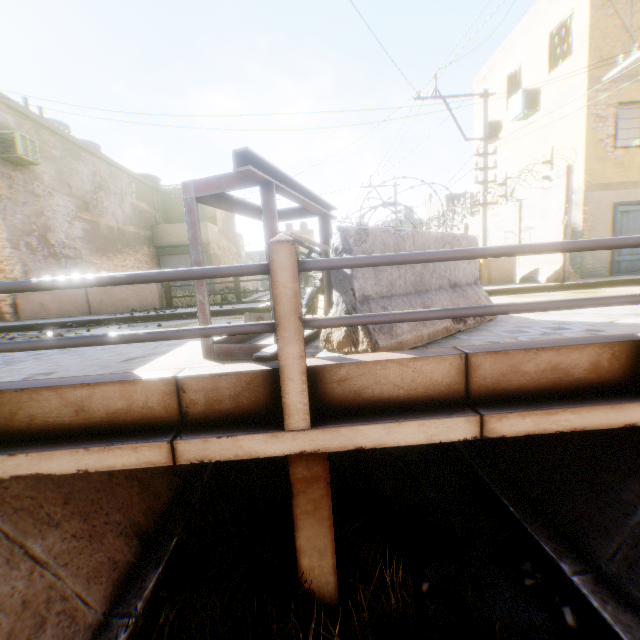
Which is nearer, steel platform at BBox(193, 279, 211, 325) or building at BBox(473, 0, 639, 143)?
steel platform at BBox(193, 279, 211, 325)

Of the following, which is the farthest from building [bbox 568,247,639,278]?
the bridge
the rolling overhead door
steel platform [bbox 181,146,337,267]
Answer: steel platform [bbox 181,146,337,267]

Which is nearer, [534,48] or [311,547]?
[311,547]

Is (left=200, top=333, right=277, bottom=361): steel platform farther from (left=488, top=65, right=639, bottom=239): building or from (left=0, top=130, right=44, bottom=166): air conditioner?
(left=0, top=130, right=44, bottom=166): air conditioner

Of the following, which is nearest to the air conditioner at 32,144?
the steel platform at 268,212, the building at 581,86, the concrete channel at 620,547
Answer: the building at 581,86

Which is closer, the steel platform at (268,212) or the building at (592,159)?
the steel platform at (268,212)

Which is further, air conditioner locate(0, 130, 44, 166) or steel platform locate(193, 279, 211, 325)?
air conditioner locate(0, 130, 44, 166)

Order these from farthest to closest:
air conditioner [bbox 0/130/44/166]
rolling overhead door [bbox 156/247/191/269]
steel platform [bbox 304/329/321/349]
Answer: rolling overhead door [bbox 156/247/191/269], air conditioner [bbox 0/130/44/166], steel platform [bbox 304/329/321/349]
